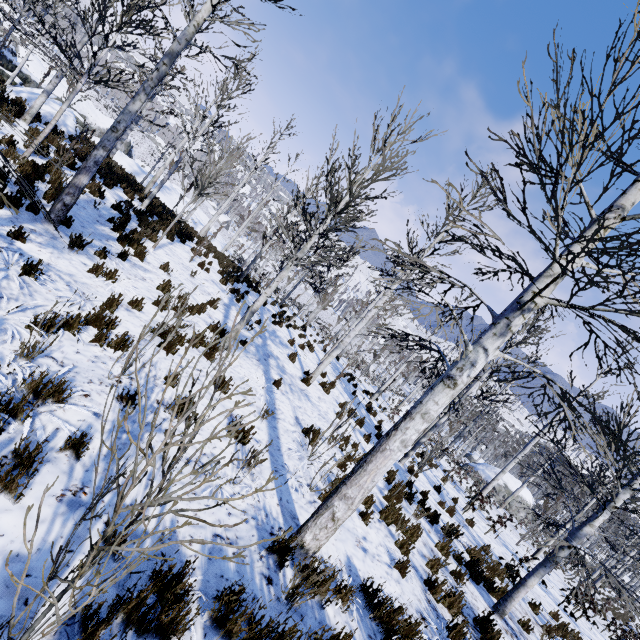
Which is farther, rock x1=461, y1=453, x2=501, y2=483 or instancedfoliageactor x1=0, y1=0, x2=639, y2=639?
rock x1=461, y1=453, x2=501, y2=483

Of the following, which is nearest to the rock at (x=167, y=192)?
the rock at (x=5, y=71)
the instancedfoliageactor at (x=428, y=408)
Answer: the rock at (x=5, y=71)

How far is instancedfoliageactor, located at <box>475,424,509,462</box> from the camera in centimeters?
4867cm

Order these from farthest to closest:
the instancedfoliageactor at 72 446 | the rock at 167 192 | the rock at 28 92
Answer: the rock at 167 192 < the rock at 28 92 < the instancedfoliageactor at 72 446

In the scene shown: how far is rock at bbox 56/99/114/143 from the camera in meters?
13.6

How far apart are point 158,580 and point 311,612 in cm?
199

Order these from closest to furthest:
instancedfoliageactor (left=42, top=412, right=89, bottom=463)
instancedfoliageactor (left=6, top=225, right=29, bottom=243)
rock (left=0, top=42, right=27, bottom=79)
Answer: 1. instancedfoliageactor (left=42, top=412, right=89, bottom=463)
2. instancedfoliageactor (left=6, top=225, right=29, bottom=243)
3. rock (left=0, top=42, right=27, bottom=79)

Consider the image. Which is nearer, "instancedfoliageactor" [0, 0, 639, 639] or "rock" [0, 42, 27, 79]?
"instancedfoliageactor" [0, 0, 639, 639]
